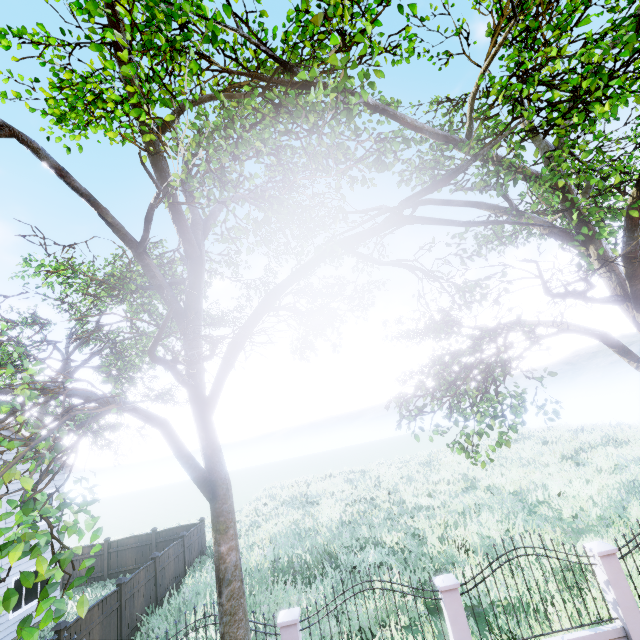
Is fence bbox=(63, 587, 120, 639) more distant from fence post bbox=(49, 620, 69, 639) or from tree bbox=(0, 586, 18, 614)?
tree bbox=(0, 586, 18, 614)

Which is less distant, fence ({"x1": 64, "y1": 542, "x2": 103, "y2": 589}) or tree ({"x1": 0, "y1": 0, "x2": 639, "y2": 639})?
tree ({"x1": 0, "y1": 0, "x2": 639, "y2": 639})

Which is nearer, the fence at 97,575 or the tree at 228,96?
the tree at 228,96

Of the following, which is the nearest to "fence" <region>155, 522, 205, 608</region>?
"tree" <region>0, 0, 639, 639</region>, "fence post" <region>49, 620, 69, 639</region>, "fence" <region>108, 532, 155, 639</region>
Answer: "fence post" <region>49, 620, 69, 639</region>

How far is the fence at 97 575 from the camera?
17.6 meters

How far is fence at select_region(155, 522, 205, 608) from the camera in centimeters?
1362cm

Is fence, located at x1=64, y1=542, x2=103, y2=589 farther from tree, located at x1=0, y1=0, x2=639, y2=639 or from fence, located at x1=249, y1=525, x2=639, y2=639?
fence, located at x1=249, y1=525, x2=639, y2=639

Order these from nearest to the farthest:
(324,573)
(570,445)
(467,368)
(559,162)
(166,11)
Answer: (166,11)
(559,162)
(467,368)
(324,573)
(570,445)
